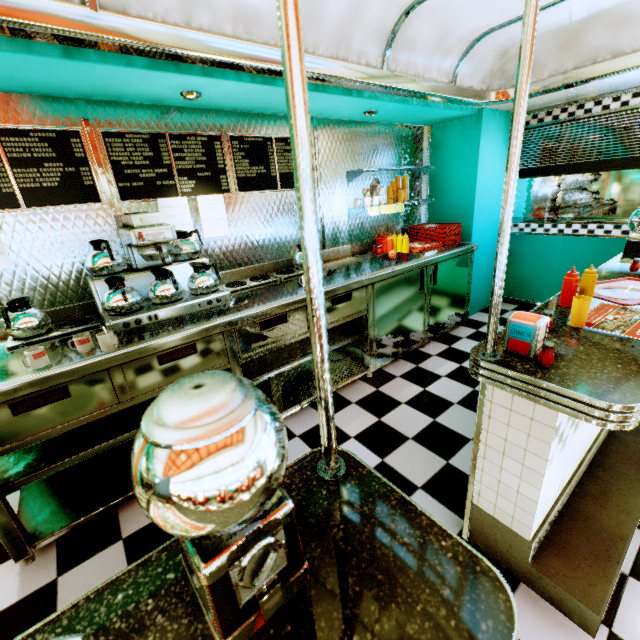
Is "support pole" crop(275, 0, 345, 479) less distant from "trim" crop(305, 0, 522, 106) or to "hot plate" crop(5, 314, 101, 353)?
"trim" crop(305, 0, 522, 106)

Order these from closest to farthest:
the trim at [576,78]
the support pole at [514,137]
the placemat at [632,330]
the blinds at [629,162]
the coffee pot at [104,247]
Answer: the support pole at [514,137]
the placemat at [632,330]
the coffee pot at [104,247]
the trim at [576,78]
the blinds at [629,162]

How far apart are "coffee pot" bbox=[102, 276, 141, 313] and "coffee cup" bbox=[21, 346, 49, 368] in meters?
0.5 m

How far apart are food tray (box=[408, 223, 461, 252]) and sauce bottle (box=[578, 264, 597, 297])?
2.0 meters

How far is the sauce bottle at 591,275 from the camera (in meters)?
1.89

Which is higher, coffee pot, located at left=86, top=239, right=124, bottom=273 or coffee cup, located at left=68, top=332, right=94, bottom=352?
coffee pot, located at left=86, top=239, right=124, bottom=273

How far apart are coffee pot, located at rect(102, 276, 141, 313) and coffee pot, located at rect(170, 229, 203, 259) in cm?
15

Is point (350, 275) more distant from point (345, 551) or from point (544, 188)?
point (544, 188)
